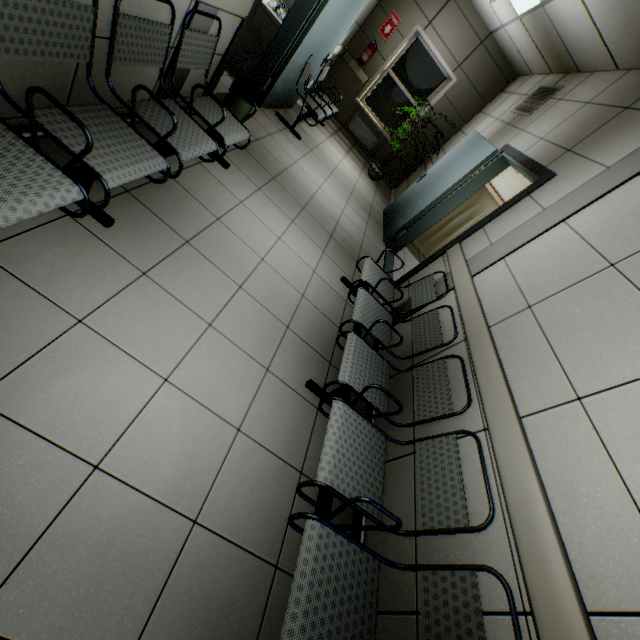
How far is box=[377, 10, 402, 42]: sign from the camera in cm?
649

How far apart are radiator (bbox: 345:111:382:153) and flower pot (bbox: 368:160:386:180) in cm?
87

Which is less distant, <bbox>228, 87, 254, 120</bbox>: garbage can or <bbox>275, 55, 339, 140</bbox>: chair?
<bbox>228, 87, 254, 120</bbox>: garbage can

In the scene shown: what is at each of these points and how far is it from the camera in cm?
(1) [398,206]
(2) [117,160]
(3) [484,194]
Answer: (1) door, 606
(2) chair, 167
(3) screen divider, 562

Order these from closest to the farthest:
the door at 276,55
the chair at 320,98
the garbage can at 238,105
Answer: the garbage can at 238,105 < the door at 276,55 < the chair at 320,98

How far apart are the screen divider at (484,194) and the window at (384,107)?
3.0 meters

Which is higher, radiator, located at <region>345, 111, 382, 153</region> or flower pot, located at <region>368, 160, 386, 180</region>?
radiator, located at <region>345, 111, 382, 153</region>

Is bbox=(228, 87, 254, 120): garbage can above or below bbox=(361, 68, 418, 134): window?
below
